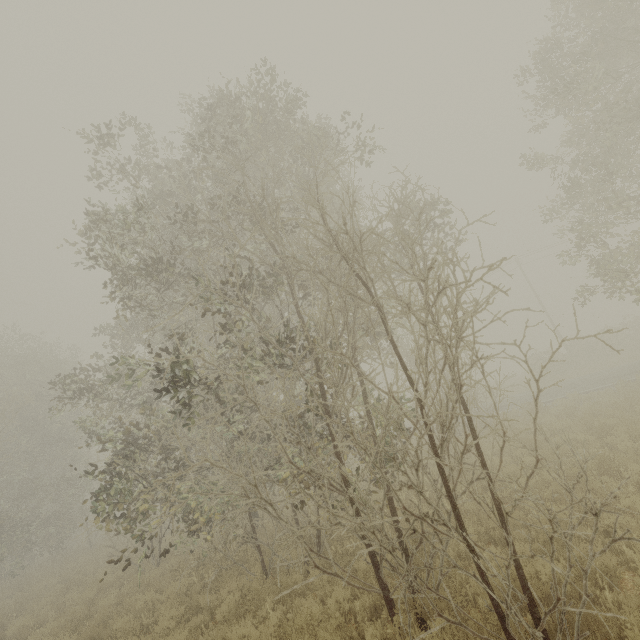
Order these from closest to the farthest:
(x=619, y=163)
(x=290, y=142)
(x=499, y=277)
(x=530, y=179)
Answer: (x=290, y=142), (x=619, y=163), (x=530, y=179), (x=499, y=277)
